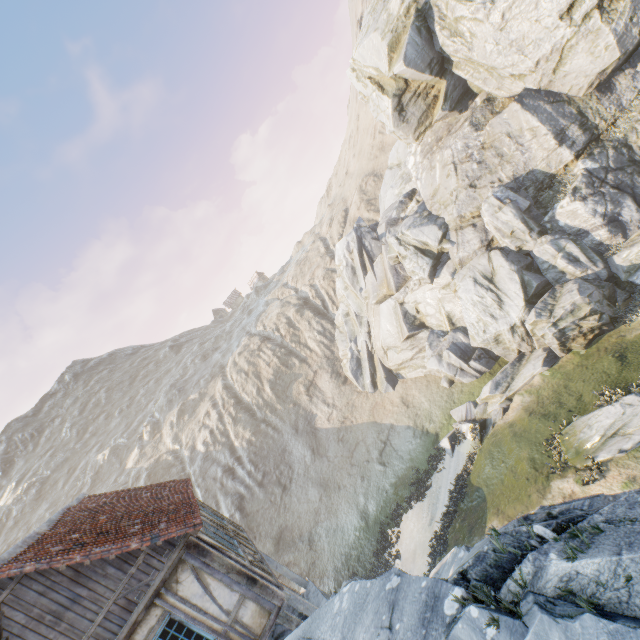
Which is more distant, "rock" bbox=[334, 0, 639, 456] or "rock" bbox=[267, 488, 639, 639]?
"rock" bbox=[334, 0, 639, 456]

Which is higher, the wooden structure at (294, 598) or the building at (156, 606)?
the building at (156, 606)

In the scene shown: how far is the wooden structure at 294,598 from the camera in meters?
9.2

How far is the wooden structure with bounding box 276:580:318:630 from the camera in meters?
9.2 m

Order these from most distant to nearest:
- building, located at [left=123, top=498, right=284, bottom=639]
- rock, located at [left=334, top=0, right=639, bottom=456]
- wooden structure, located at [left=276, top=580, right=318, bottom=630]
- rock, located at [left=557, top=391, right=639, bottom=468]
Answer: rock, located at [left=334, top=0, right=639, bottom=456], rock, located at [left=557, top=391, right=639, bottom=468], wooden structure, located at [left=276, top=580, right=318, bottom=630], building, located at [left=123, top=498, right=284, bottom=639]

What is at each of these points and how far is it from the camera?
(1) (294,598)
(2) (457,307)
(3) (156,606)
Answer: (1) wooden structure, 9.53m
(2) rock, 23.66m
(3) building, 7.21m

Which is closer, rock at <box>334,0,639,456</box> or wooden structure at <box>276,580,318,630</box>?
wooden structure at <box>276,580,318,630</box>
